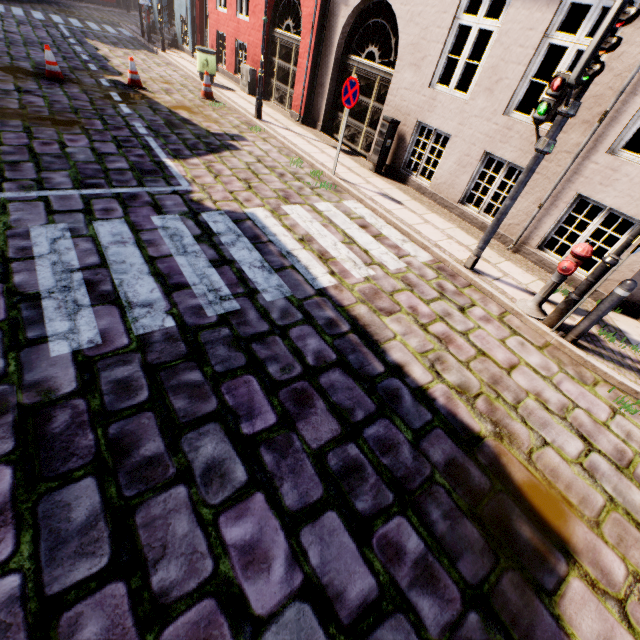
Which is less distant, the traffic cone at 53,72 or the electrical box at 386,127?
the electrical box at 386,127

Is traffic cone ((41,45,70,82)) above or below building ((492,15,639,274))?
below

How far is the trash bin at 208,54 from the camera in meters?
11.8 m

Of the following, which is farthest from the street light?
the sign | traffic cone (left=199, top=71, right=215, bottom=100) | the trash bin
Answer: the trash bin

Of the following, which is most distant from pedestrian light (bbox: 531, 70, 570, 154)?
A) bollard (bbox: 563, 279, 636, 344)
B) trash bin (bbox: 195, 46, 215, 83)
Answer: trash bin (bbox: 195, 46, 215, 83)

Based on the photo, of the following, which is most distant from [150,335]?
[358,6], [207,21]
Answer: [207,21]

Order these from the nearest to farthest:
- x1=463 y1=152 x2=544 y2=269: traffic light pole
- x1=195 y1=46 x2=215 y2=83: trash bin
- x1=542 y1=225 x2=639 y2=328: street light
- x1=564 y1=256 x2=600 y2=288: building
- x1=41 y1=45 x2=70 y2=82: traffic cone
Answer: x1=542 y1=225 x2=639 y2=328: street light
x1=463 y1=152 x2=544 y2=269: traffic light pole
x1=564 y1=256 x2=600 y2=288: building
x1=41 y1=45 x2=70 y2=82: traffic cone
x1=195 y1=46 x2=215 y2=83: trash bin

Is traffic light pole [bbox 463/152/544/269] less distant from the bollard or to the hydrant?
the hydrant
